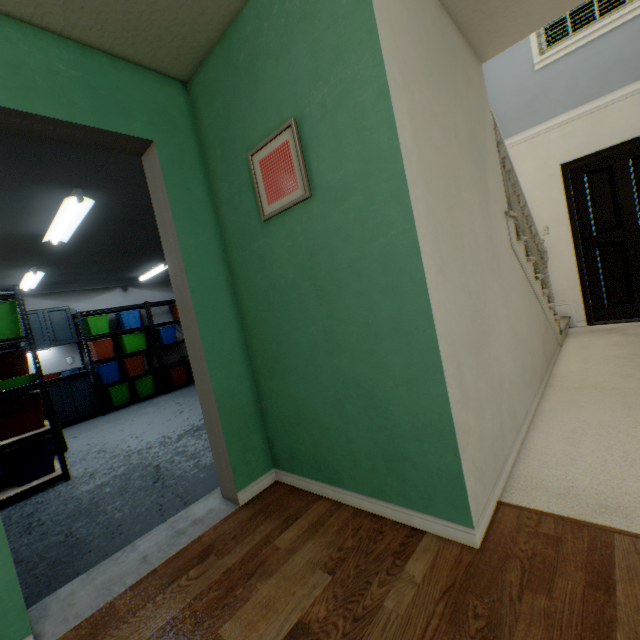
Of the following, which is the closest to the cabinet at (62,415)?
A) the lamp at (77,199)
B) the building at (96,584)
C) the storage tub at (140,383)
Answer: the storage tub at (140,383)

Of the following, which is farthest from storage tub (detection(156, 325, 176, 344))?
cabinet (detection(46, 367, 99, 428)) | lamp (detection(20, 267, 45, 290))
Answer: lamp (detection(20, 267, 45, 290))

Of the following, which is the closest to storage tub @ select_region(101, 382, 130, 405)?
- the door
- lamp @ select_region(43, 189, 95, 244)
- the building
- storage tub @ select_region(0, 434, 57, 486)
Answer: storage tub @ select_region(0, 434, 57, 486)

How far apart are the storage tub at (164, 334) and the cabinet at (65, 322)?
1.4m

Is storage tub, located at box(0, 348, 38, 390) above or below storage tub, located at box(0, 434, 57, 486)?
above

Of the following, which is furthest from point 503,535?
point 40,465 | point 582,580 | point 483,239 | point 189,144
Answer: point 40,465

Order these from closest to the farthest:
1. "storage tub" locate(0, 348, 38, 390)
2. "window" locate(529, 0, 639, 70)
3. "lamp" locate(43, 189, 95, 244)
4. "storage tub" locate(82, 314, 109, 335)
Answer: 1. "lamp" locate(43, 189, 95, 244)
2. "storage tub" locate(0, 348, 38, 390)
3. "window" locate(529, 0, 639, 70)
4. "storage tub" locate(82, 314, 109, 335)

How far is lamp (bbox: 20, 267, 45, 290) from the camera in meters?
4.3 m
